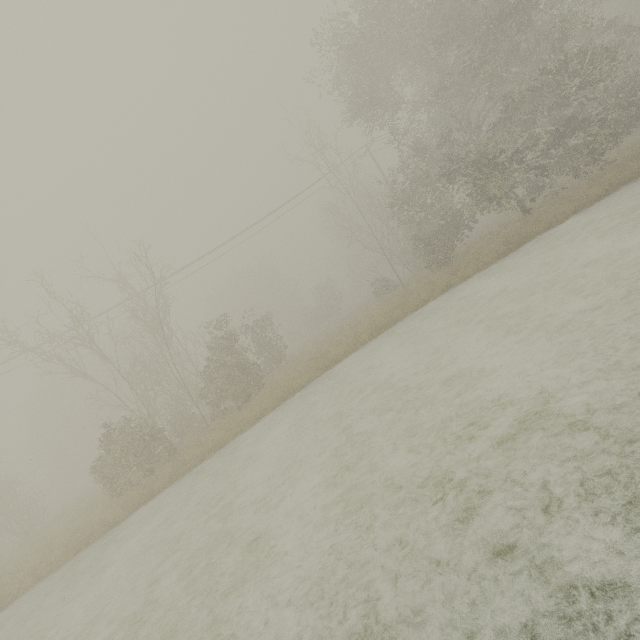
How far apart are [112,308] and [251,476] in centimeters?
1959cm
